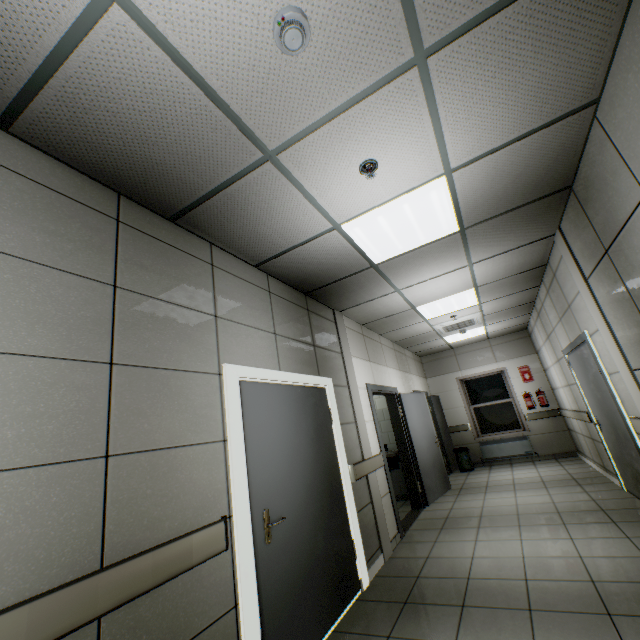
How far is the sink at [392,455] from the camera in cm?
636

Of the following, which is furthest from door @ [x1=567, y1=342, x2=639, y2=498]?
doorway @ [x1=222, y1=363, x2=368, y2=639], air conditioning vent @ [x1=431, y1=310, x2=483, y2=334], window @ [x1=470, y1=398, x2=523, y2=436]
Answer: window @ [x1=470, y1=398, x2=523, y2=436]

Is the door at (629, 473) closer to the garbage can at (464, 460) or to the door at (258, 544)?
the door at (258, 544)

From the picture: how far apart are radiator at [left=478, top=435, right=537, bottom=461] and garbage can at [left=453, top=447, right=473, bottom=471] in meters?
0.3 m

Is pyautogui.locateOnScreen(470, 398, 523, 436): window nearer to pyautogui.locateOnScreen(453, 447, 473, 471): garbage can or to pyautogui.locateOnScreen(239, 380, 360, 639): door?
pyautogui.locateOnScreen(453, 447, 473, 471): garbage can

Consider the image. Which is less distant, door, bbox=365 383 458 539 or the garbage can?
door, bbox=365 383 458 539

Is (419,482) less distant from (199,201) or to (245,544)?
(245,544)

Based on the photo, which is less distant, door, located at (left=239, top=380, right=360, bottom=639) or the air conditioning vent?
door, located at (left=239, top=380, right=360, bottom=639)
